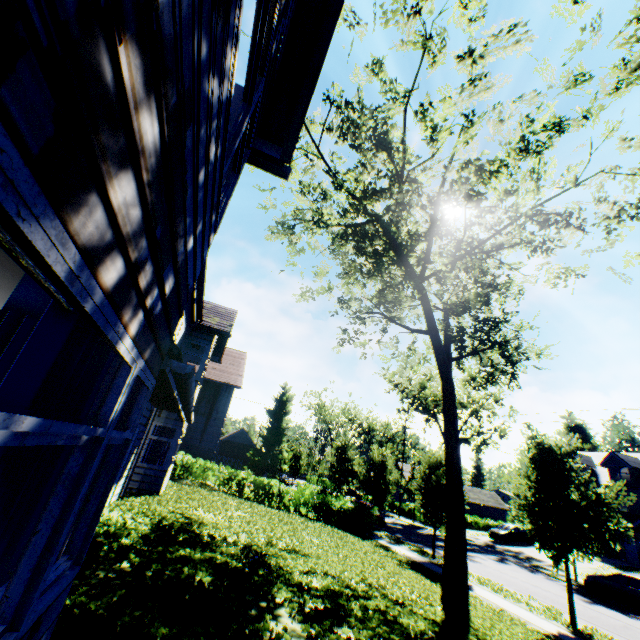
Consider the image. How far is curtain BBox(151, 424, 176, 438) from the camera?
12.6m

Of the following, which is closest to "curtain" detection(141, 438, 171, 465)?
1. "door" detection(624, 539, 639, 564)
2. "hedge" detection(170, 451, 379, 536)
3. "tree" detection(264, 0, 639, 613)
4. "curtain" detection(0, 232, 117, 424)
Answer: "hedge" detection(170, 451, 379, 536)

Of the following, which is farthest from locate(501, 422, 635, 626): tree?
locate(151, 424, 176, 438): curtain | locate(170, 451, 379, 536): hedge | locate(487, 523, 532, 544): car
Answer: locate(151, 424, 176, 438): curtain

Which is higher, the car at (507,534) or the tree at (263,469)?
the tree at (263,469)

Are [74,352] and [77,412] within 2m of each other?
yes

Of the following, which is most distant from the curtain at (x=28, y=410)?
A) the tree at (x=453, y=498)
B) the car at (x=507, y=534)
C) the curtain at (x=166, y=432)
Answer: the car at (x=507, y=534)

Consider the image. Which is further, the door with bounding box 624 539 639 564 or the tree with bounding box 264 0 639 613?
the door with bounding box 624 539 639 564

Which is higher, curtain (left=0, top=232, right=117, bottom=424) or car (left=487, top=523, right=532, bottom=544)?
curtain (left=0, top=232, right=117, bottom=424)
